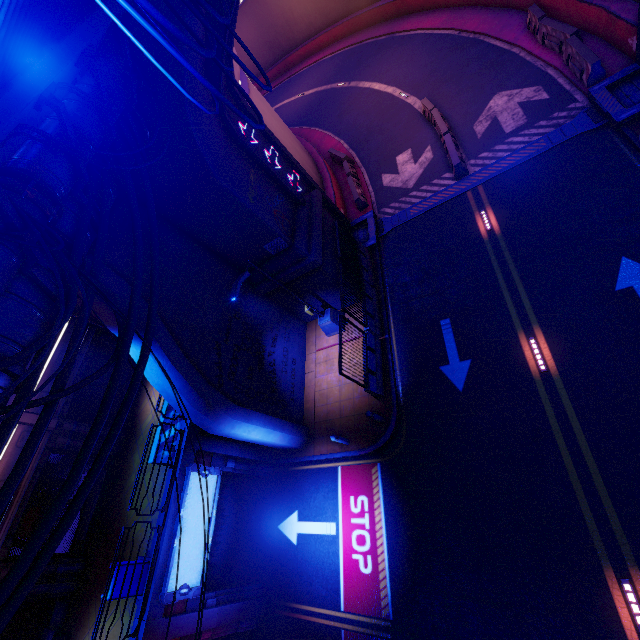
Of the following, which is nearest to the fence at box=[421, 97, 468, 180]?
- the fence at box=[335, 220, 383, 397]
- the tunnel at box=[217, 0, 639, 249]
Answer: the tunnel at box=[217, 0, 639, 249]

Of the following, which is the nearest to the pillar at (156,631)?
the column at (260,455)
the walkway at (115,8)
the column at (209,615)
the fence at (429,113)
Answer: the column at (209,615)

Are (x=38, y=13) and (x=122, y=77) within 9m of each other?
yes

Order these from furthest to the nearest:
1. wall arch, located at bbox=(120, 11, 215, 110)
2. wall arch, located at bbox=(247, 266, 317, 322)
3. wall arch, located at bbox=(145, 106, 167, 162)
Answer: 1. wall arch, located at bbox=(247, 266, 317, 322)
2. wall arch, located at bbox=(145, 106, 167, 162)
3. wall arch, located at bbox=(120, 11, 215, 110)

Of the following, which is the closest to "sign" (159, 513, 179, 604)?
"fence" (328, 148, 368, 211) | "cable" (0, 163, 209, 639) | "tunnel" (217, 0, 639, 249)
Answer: "cable" (0, 163, 209, 639)

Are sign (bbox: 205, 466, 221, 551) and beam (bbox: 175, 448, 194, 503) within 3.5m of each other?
yes

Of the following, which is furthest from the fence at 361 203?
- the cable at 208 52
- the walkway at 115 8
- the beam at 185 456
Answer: the beam at 185 456

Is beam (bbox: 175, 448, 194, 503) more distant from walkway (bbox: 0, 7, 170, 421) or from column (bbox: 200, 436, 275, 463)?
walkway (bbox: 0, 7, 170, 421)
